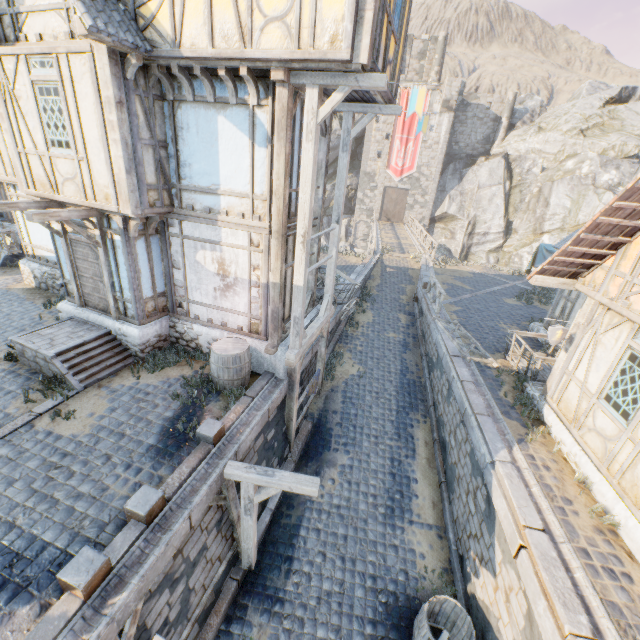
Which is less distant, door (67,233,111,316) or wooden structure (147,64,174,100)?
wooden structure (147,64,174,100)

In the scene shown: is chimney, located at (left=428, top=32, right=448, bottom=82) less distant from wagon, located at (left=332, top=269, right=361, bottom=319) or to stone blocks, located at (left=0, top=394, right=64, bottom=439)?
stone blocks, located at (left=0, top=394, right=64, bottom=439)

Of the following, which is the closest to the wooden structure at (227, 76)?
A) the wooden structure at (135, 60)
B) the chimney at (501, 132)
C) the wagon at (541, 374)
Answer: the wooden structure at (135, 60)

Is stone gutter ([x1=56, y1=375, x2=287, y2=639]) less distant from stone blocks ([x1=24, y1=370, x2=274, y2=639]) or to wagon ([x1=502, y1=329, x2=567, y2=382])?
stone blocks ([x1=24, y1=370, x2=274, y2=639])

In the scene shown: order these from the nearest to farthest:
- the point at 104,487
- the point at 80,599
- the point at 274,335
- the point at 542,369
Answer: the point at 80,599
the point at 104,487
the point at 274,335
the point at 542,369

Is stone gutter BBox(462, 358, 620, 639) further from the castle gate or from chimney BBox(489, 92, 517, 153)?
chimney BBox(489, 92, 517, 153)

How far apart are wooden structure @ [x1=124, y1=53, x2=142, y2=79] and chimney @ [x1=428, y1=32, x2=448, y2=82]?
41.48m

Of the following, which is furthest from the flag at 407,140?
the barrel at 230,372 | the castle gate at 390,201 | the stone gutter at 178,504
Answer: the stone gutter at 178,504
